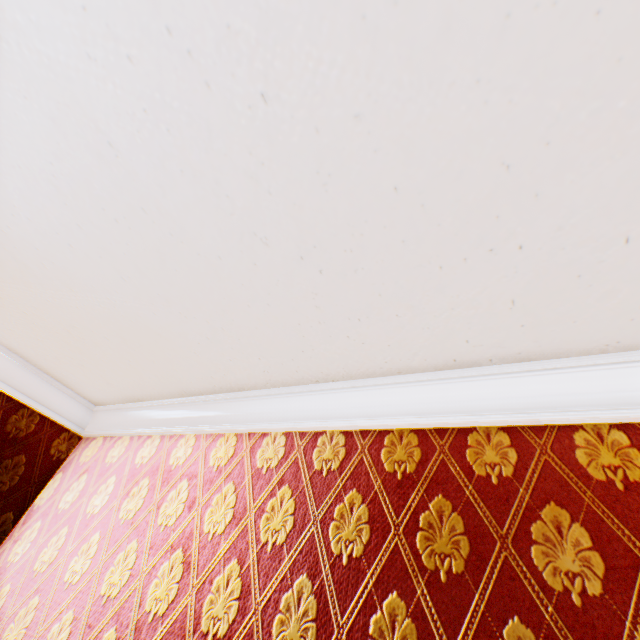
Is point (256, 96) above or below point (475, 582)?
above
